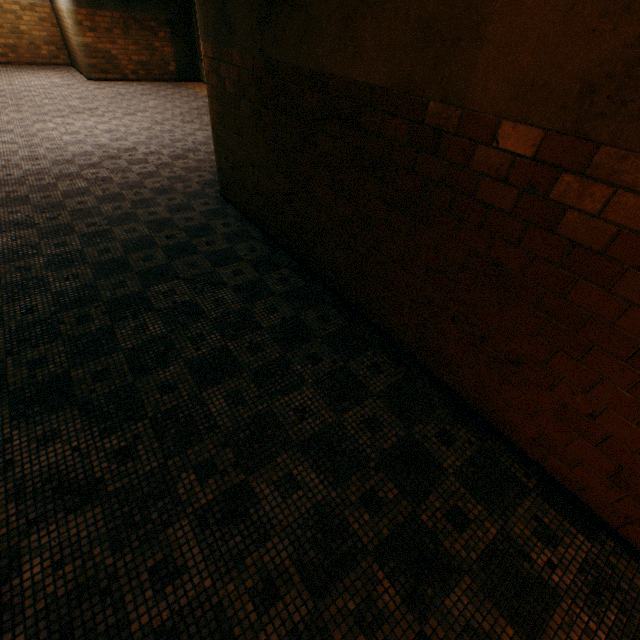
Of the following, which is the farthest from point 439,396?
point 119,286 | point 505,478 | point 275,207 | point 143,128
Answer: point 143,128
